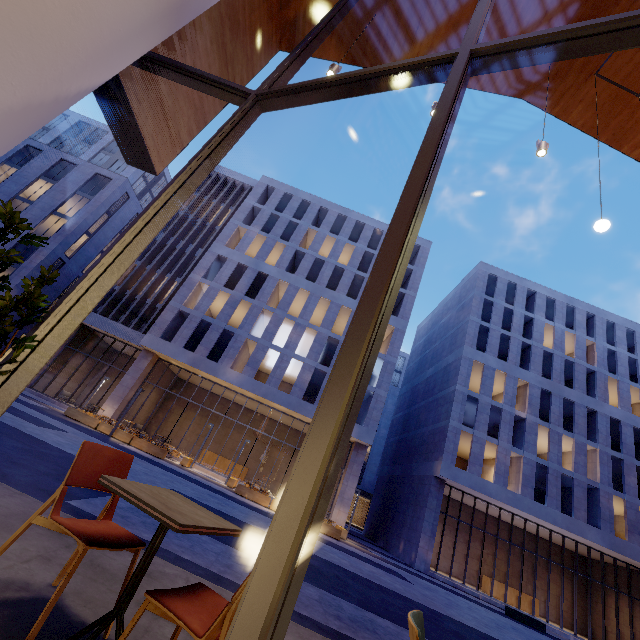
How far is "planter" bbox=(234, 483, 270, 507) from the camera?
17.4 meters

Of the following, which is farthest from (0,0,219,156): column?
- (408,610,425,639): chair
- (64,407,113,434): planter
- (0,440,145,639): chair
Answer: (64,407,113,434): planter

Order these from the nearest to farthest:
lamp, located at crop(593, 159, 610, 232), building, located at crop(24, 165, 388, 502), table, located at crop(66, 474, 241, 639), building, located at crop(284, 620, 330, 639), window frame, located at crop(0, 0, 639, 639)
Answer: window frame, located at crop(0, 0, 639, 639)
table, located at crop(66, 474, 241, 639)
building, located at crop(284, 620, 330, 639)
lamp, located at crop(593, 159, 610, 232)
building, located at crop(24, 165, 388, 502)

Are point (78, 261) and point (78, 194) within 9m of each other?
yes

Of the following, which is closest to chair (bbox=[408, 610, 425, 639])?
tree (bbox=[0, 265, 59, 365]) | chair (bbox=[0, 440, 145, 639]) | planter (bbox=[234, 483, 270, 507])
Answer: chair (bbox=[0, 440, 145, 639])

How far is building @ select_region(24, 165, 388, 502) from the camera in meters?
24.6 m

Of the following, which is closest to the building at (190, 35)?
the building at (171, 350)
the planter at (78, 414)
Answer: the planter at (78, 414)

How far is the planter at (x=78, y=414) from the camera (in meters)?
17.95
